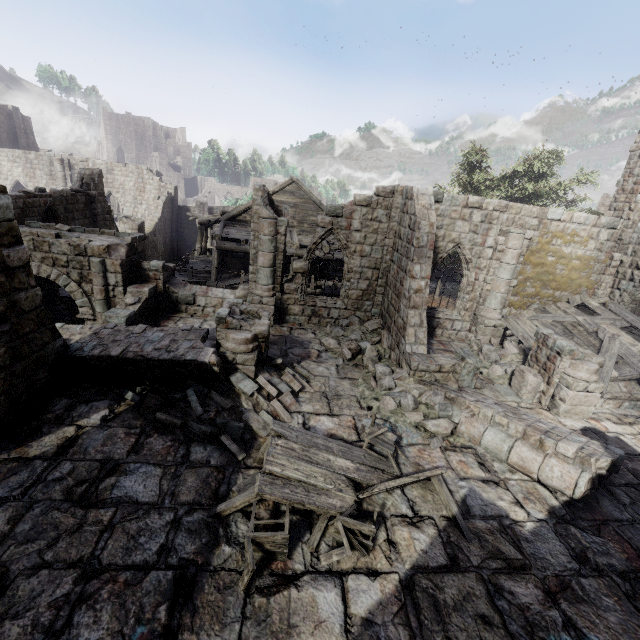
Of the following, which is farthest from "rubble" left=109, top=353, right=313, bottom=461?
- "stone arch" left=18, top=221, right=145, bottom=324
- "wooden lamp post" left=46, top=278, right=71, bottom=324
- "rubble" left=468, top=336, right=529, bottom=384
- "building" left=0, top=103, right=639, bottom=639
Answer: "wooden lamp post" left=46, top=278, right=71, bottom=324

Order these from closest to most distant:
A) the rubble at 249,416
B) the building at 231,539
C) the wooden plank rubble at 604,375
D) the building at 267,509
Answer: the building at 231,539
the building at 267,509
the rubble at 249,416
the wooden plank rubble at 604,375

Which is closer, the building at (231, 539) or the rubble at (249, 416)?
the building at (231, 539)

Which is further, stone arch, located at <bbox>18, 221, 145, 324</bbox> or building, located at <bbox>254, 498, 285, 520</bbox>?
stone arch, located at <bbox>18, 221, 145, 324</bbox>

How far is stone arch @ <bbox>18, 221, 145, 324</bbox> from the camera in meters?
11.4

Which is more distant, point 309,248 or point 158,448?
point 309,248

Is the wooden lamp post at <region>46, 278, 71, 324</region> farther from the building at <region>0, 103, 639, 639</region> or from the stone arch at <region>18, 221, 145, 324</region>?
the building at <region>0, 103, 639, 639</region>

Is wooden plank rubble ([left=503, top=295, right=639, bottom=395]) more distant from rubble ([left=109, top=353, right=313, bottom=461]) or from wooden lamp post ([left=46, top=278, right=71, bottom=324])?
wooden lamp post ([left=46, top=278, right=71, bottom=324])
